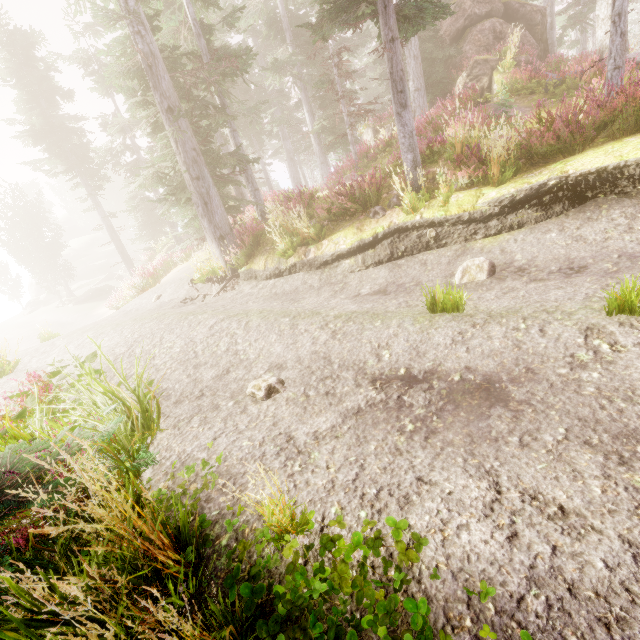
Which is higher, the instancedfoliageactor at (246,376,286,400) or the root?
the root

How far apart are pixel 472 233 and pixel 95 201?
26.7m

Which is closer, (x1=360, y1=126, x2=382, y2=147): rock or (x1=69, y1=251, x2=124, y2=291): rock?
(x1=360, y1=126, x2=382, y2=147): rock

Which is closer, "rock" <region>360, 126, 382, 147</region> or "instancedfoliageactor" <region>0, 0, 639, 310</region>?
"instancedfoliageactor" <region>0, 0, 639, 310</region>

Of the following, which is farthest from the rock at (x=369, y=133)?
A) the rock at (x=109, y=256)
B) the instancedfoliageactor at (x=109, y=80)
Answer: the rock at (x=109, y=256)

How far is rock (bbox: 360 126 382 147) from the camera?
21.2 meters

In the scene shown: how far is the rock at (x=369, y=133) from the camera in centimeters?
2116cm

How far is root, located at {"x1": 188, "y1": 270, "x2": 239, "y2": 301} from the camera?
10.0m
